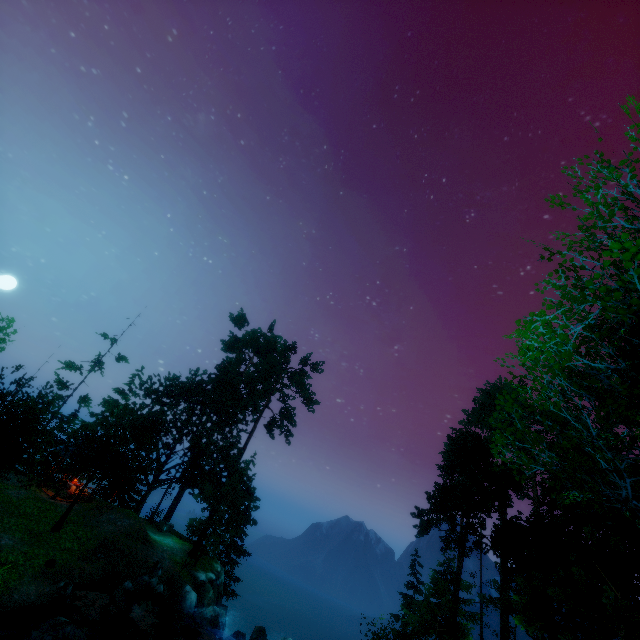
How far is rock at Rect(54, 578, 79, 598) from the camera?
15.8 meters

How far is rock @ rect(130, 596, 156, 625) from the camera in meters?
17.7

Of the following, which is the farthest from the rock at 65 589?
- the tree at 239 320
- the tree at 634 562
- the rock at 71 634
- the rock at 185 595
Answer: the tree at 239 320

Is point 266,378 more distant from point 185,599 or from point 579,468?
point 579,468

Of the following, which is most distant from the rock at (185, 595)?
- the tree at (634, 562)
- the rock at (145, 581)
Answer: the tree at (634, 562)

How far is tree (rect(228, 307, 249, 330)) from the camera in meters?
40.8

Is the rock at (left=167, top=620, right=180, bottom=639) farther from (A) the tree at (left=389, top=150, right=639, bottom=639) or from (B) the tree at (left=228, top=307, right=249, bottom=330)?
(B) the tree at (left=228, top=307, right=249, bottom=330)

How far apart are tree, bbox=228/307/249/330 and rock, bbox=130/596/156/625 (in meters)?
27.18
